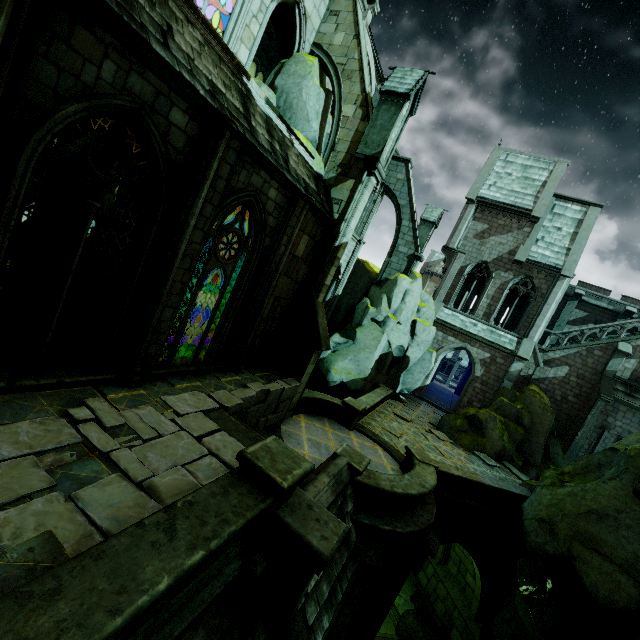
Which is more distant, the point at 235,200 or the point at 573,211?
the point at 573,211

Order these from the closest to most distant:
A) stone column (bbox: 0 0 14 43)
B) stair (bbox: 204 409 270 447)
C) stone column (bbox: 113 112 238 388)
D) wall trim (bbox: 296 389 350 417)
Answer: stone column (bbox: 0 0 14 43)
stone column (bbox: 113 112 238 388)
stair (bbox: 204 409 270 447)
wall trim (bbox: 296 389 350 417)

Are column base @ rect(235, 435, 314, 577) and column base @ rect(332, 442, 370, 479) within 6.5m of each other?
yes

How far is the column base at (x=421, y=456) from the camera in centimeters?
1157cm

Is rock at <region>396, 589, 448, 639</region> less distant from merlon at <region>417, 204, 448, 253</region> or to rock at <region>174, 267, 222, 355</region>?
merlon at <region>417, 204, 448, 253</region>

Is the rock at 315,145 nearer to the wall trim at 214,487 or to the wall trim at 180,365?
the wall trim at 180,365

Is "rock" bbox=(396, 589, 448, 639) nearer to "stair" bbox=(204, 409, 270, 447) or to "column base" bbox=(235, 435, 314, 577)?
"column base" bbox=(235, 435, 314, 577)

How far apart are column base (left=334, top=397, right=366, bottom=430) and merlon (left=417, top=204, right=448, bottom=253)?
12.1m
